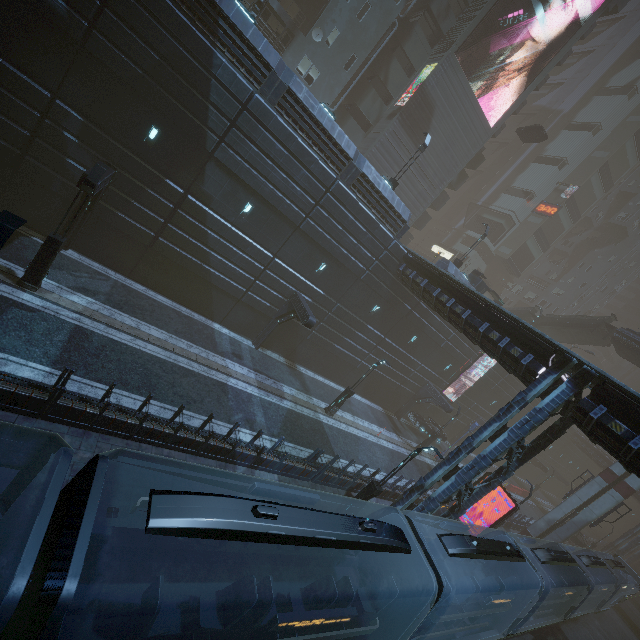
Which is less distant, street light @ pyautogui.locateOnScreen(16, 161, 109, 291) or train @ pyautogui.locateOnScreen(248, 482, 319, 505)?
train @ pyautogui.locateOnScreen(248, 482, 319, 505)

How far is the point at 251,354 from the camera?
21.4m

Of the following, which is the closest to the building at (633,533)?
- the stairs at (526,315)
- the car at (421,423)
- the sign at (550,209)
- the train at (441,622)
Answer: the sign at (550,209)

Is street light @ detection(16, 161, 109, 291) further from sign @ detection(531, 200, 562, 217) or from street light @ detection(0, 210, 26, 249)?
sign @ detection(531, 200, 562, 217)

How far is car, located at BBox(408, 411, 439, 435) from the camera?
31.6m

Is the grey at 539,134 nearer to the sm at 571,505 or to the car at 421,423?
the sm at 571,505

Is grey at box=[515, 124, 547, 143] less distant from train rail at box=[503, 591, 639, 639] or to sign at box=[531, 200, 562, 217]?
sign at box=[531, 200, 562, 217]

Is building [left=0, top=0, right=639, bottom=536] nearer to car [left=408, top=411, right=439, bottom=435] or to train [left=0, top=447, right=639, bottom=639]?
car [left=408, top=411, right=439, bottom=435]
